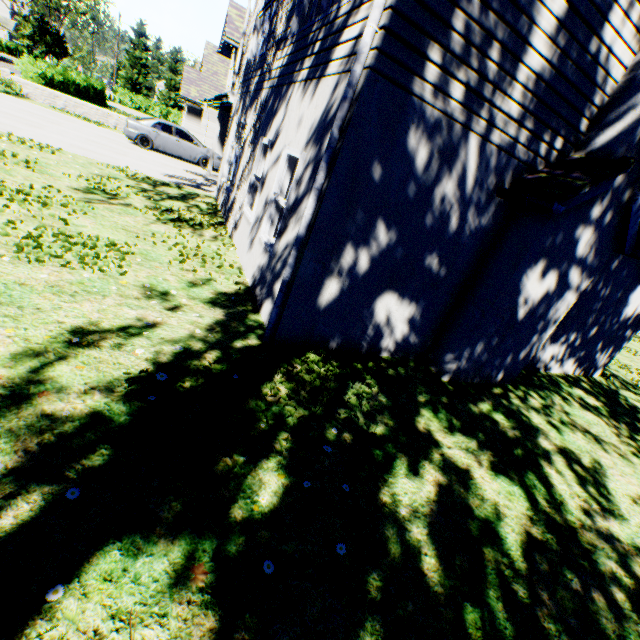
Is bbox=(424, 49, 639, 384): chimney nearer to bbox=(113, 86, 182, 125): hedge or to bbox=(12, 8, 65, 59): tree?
bbox=(12, 8, 65, 59): tree

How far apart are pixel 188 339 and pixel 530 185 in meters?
5.1

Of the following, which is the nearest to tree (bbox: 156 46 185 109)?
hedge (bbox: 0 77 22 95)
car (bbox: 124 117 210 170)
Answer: car (bbox: 124 117 210 170)

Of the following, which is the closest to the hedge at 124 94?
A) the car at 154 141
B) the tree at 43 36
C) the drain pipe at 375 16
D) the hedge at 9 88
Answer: the tree at 43 36

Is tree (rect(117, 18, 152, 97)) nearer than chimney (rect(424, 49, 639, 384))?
No

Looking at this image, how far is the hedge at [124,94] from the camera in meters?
42.3 m

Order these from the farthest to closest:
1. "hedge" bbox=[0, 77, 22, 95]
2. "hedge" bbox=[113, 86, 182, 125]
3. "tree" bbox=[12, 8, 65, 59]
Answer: "tree" bbox=[12, 8, 65, 59] < "hedge" bbox=[113, 86, 182, 125] < "hedge" bbox=[0, 77, 22, 95]

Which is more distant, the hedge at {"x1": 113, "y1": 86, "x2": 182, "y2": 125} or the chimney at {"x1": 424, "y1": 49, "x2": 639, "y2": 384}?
the hedge at {"x1": 113, "y1": 86, "x2": 182, "y2": 125}
